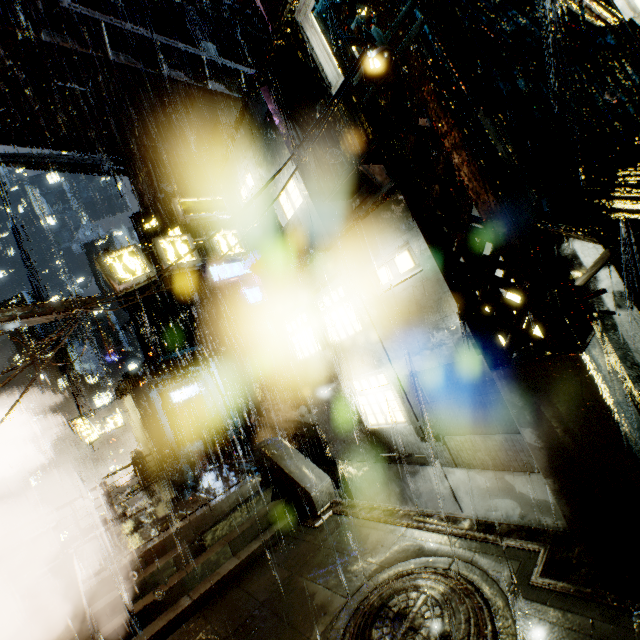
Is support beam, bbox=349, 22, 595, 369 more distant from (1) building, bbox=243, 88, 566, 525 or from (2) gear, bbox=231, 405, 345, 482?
(2) gear, bbox=231, 405, 345, 482

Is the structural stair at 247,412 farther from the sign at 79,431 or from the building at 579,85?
the sign at 79,431

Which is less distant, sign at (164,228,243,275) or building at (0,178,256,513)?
building at (0,178,256,513)

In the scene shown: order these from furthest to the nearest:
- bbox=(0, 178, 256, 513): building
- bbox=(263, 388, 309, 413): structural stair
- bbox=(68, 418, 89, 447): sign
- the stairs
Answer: bbox=(68, 418, 89, 447): sign < bbox=(263, 388, 309, 413): structural stair < bbox=(0, 178, 256, 513): building < the stairs

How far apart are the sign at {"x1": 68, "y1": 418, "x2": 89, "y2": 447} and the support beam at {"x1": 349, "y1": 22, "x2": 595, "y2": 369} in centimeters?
2986cm

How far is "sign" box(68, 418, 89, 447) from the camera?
24.7 meters

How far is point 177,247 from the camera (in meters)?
12.41

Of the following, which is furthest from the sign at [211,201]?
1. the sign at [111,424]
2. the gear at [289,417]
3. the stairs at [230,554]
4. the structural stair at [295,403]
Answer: the sign at [111,424]
